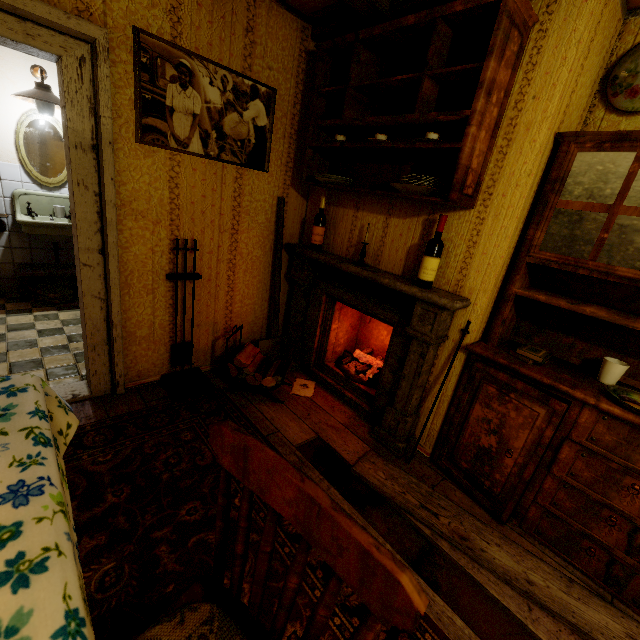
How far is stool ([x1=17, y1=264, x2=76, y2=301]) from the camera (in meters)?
3.66

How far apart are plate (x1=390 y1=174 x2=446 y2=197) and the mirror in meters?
4.0 m

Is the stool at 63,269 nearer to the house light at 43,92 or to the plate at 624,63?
the house light at 43,92

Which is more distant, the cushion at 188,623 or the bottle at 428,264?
the bottle at 428,264

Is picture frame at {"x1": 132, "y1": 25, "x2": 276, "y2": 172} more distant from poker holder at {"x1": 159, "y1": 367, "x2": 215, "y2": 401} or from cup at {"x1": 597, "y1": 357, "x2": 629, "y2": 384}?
cup at {"x1": 597, "y1": 357, "x2": 629, "y2": 384}

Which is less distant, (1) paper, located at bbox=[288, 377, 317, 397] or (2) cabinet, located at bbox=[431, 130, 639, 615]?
(2) cabinet, located at bbox=[431, 130, 639, 615]

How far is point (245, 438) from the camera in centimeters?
75cm

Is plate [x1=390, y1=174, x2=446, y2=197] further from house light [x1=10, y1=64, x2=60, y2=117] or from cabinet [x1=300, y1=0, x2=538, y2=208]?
house light [x1=10, y1=64, x2=60, y2=117]
